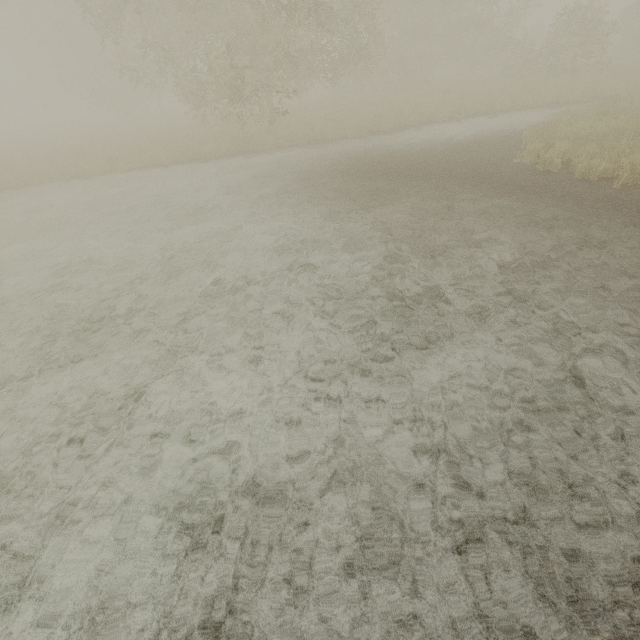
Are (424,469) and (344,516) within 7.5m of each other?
yes
